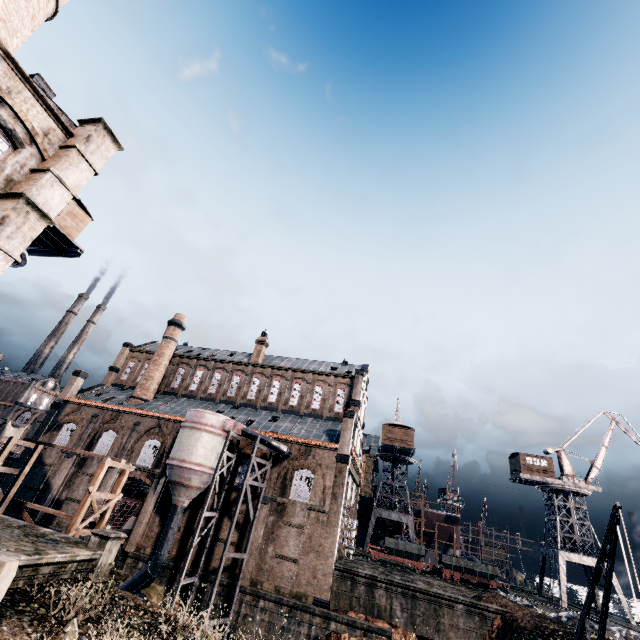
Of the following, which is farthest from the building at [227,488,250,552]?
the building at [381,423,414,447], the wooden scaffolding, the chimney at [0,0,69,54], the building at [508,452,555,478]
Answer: the chimney at [0,0,69,54]

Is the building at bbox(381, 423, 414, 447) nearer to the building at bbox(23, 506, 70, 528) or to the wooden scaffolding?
the building at bbox(23, 506, 70, 528)

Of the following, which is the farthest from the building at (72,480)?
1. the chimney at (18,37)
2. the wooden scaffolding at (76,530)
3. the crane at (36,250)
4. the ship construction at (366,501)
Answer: the chimney at (18,37)

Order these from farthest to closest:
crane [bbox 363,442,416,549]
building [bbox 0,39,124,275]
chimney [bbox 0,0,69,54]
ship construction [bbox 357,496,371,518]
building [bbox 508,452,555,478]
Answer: ship construction [bbox 357,496,371,518], crane [bbox 363,442,416,549], building [bbox 508,452,555,478], chimney [bbox 0,0,69,54], building [bbox 0,39,124,275]

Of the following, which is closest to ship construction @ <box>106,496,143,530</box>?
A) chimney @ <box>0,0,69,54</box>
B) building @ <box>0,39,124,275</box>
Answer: building @ <box>0,39,124,275</box>

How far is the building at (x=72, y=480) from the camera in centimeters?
3412cm

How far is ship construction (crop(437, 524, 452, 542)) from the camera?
54.2 meters

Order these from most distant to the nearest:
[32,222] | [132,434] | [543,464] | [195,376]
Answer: [543,464] < [195,376] < [132,434] < [32,222]
